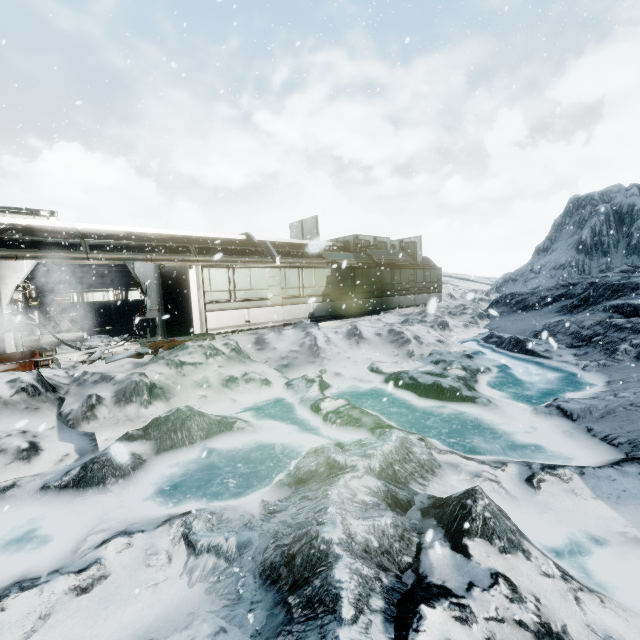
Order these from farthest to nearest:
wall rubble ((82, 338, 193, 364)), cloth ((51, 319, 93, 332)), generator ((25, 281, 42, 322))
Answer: cloth ((51, 319, 93, 332))
generator ((25, 281, 42, 322))
wall rubble ((82, 338, 193, 364))

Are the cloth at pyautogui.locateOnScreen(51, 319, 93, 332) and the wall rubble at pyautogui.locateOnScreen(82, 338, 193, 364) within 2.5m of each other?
no

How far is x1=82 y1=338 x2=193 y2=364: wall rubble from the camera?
9.2 meters

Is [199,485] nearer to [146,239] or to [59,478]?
[59,478]

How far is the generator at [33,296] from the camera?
14.5m

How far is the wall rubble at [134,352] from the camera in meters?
9.2 m

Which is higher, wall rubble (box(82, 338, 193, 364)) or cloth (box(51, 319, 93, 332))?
cloth (box(51, 319, 93, 332))

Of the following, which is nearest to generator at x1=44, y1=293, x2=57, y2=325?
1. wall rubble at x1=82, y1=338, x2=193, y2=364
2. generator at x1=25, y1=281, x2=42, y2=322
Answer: generator at x1=25, y1=281, x2=42, y2=322
